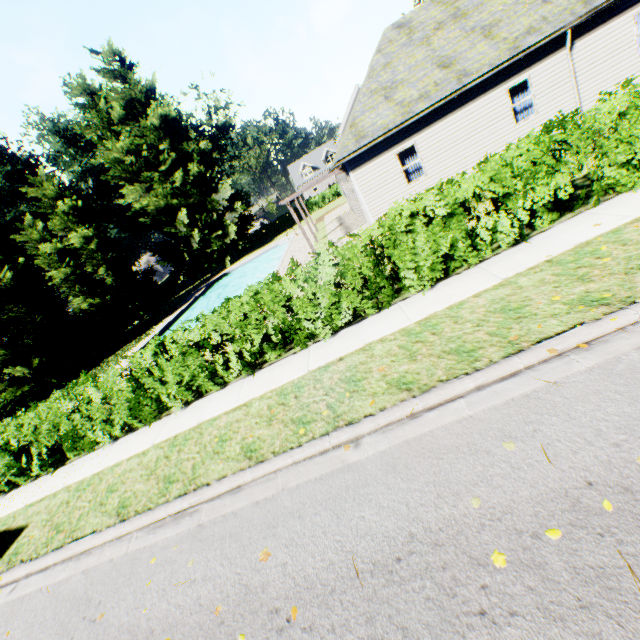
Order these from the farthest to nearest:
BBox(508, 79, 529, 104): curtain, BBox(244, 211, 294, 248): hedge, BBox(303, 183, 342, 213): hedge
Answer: BBox(244, 211, 294, 248): hedge < BBox(303, 183, 342, 213): hedge < BBox(508, 79, 529, 104): curtain

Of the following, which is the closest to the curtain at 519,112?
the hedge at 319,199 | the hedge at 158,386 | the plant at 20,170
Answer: the hedge at 158,386

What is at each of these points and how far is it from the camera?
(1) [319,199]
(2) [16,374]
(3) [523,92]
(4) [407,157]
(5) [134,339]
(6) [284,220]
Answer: (1) hedge, 45.5m
(2) tree, 19.7m
(3) curtain, 13.7m
(4) curtain, 14.6m
(5) plant, 25.0m
(6) hedge, 46.7m

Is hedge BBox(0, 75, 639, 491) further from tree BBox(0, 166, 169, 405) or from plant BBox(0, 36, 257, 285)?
plant BBox(0, 36, 257, 285)

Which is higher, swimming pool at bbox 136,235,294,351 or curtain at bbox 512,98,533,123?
curtain at bbox 512,98,533,123

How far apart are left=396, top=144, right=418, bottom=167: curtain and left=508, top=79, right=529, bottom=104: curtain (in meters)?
3.99

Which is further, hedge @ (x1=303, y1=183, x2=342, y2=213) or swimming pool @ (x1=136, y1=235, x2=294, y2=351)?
hedge @ (x1=303, y1=183, x2=342, y2=213)

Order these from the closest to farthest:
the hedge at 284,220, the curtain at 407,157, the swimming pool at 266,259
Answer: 1. the curtain at 407,157
2. the swimming pool at 266,259
3. the hedge at 284,220
